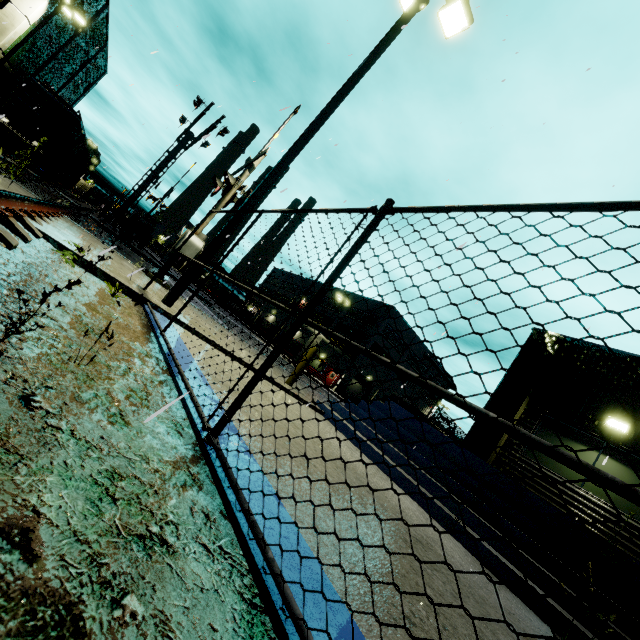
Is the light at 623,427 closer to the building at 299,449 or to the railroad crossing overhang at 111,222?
the building at 299,449

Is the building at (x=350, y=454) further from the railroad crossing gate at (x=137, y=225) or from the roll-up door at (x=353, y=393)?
the railroad crossing gate at (x=137, y=225)

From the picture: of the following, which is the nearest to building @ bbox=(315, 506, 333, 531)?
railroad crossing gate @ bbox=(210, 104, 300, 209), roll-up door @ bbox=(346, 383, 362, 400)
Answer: roll-up door @ bbox=(346, 383, 362, 400)

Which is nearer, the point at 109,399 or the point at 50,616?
the point at 50,616

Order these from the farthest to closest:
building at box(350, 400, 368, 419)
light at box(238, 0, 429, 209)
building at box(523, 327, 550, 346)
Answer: building at box(523, 327, 550, 346), building at box(350, 400, 368, 419), light at box(238, 0, 429, 209)

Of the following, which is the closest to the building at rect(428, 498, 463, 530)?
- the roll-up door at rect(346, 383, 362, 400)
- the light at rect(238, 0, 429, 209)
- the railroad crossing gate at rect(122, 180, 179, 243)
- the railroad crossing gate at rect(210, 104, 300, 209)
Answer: the roll-up door at rect(346, 383, 362, 400)

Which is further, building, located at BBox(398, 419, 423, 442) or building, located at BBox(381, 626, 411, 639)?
building, located at BBox(398, 419, 423, 442)
